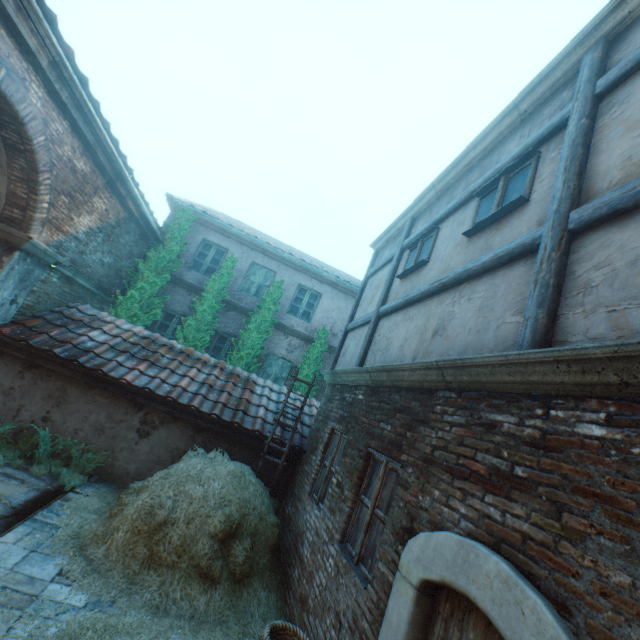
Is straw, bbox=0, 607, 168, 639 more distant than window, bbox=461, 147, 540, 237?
No

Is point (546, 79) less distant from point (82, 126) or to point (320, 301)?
point (82, 126)

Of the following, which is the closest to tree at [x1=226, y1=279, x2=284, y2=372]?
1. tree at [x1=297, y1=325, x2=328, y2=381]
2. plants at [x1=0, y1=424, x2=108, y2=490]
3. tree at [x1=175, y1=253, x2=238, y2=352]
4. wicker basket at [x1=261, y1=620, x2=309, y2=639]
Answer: tree at [x1=175, y1=253, x2=238, y2=352]

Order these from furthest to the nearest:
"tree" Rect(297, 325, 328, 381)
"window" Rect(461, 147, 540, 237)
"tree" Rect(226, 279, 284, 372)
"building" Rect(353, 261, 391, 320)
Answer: "tree" Rect(297, 325, 328, 381), "tree" Rect(226, 279, 284, 372), "building" Rect(353, 261, 391, 320), "window" Rect(461, 147, 540, 237)

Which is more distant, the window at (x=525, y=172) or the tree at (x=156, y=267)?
the tree at (x=156, y=267)

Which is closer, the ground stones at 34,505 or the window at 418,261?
the ground stones at 34,505

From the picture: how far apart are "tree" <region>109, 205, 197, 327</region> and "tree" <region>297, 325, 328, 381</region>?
4.88m

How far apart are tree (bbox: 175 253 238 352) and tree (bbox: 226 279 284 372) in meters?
0.7 m
